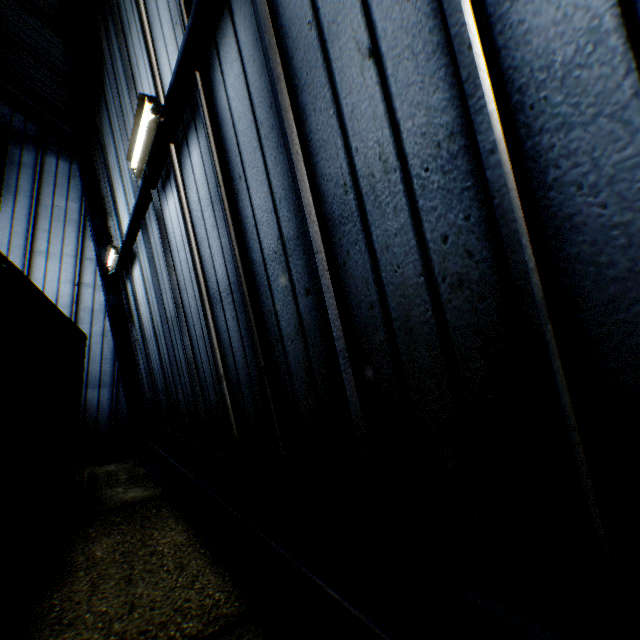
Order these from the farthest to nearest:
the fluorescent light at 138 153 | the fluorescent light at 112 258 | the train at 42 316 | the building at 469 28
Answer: the fluorescent light at 112 258 → the fluorescent light at 138 153 → the train at 42 316 → the building at 469 28

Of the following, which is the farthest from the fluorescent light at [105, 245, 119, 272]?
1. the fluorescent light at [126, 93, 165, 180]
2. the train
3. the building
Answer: the fluorescent light at [126, 93, 165, 180]

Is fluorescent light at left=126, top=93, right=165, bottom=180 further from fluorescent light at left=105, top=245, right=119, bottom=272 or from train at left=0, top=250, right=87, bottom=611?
fluorescent light at left=105, top=245, right=119, bottom=272

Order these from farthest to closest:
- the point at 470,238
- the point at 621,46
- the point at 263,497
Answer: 1. the point at 263,497
2. the point at 470,238
3. the point at 621,46

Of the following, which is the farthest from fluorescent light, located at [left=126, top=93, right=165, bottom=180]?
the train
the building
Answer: the train

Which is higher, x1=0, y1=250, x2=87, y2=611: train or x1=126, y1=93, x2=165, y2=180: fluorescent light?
x1=126, y1=93, x2=165, y2=180: fluorescent light

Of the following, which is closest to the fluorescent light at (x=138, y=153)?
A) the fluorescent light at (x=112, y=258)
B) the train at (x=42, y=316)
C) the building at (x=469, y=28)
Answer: the building at (x=469, y=28)
